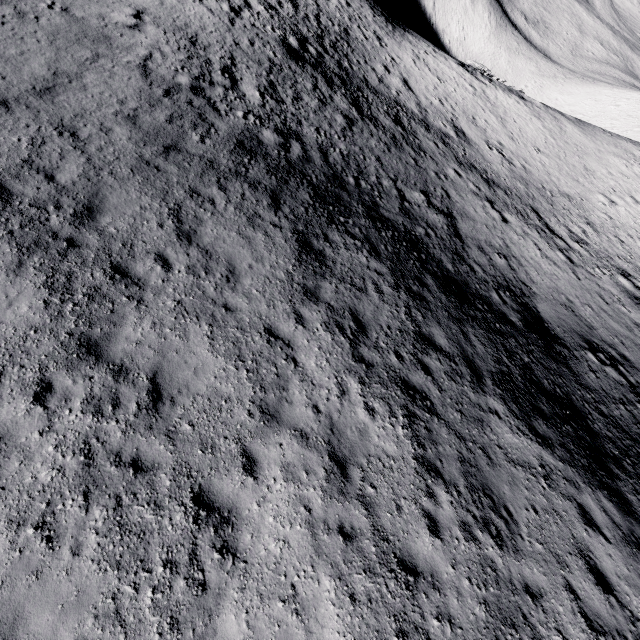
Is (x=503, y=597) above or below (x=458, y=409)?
above
